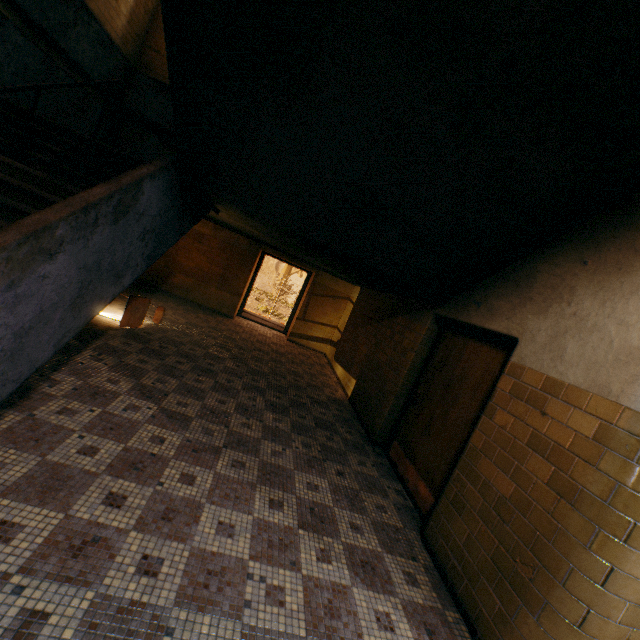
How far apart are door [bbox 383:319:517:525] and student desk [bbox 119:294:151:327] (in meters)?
4.50

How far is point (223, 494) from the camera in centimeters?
271cm

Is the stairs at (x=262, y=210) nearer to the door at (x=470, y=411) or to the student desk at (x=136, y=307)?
the door at (x=470, y=411)

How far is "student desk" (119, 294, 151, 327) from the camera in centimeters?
524cm

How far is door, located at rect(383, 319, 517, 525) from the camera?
3.44m

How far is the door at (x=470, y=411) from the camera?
3.4 meters

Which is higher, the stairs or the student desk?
the stairs

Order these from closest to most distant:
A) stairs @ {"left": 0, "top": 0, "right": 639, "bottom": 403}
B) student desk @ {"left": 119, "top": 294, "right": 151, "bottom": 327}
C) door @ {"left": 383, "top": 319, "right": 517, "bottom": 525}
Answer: stairs @ {"left": 0, "top": 0, "right": 639, "bottom": 403} < door @ {"left": 383, "top": 319, "right": 517, "bottom": 525} < student desk @ {"left": 119, "top": 294, "right": 151, "bottom": 327}
